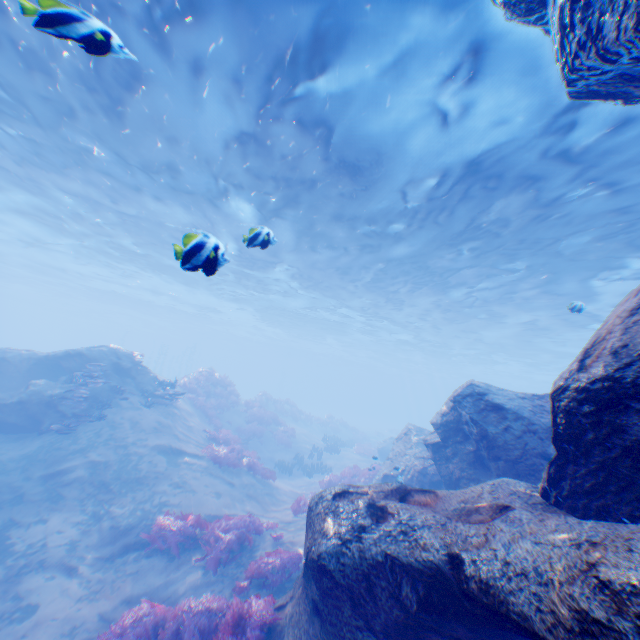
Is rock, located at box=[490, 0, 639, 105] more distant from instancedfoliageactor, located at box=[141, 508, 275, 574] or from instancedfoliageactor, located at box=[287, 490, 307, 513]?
instancedfoliageactor, located at box=[141, 508, 275, 574]

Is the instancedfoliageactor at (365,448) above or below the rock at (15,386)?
below

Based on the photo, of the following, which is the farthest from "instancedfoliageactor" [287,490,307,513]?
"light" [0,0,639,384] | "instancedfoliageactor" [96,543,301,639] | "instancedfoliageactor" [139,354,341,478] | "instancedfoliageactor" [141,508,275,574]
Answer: "instancedfoliageactor" [139,354,341,478]

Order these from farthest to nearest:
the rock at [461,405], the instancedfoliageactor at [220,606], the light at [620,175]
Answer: the light at [620,175]
the instancedfoliageactor at [220,606]
the rock at [461,405]

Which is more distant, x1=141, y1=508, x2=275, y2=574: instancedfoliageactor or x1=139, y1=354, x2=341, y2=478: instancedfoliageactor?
x1=139, y1=354, x2=341, y2=478: instancedfoliageactor

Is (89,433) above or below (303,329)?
below

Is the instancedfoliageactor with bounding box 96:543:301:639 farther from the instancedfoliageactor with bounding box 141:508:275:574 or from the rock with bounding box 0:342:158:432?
the instancedfoliageactor with bounding box 141:508:275:574

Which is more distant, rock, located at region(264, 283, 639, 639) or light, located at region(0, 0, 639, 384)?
light, located at region(0, 0, 639, 384)
